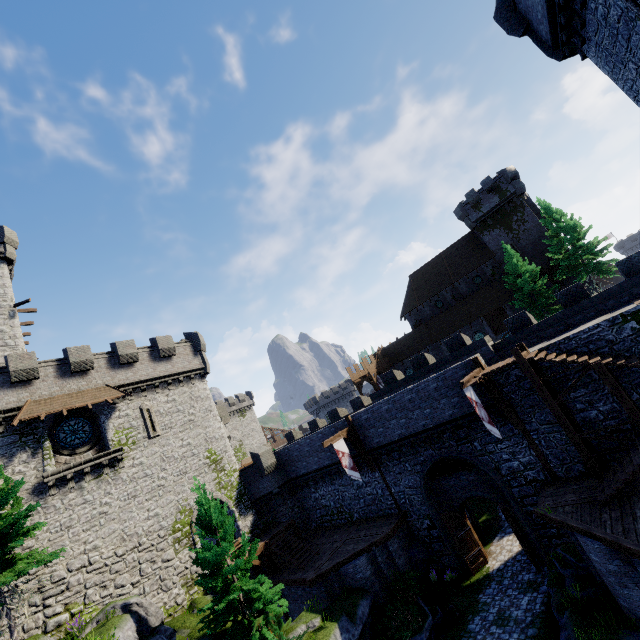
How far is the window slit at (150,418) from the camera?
23.64m

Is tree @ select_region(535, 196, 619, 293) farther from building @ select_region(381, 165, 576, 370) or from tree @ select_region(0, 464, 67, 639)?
tree @ select_region(0, 464, 67, 639)

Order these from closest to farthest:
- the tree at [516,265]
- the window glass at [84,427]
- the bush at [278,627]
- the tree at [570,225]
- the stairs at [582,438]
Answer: the stairs at [582,438]
the bush at [278,627]
the window glass at [84,427]
the tree at [570,225]
the tree at [516,265]

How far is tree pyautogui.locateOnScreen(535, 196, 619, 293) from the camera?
30.4 meters

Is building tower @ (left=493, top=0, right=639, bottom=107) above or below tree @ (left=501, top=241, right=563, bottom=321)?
above

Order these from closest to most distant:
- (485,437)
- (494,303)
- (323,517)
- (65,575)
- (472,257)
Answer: (65,575), (485,437), (323,517), (494,303), (472,257)

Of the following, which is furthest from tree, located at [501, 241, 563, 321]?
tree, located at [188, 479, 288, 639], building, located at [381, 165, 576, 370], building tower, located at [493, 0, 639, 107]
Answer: tree, located at [188, 479, 288, 639]

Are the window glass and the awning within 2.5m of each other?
yes
